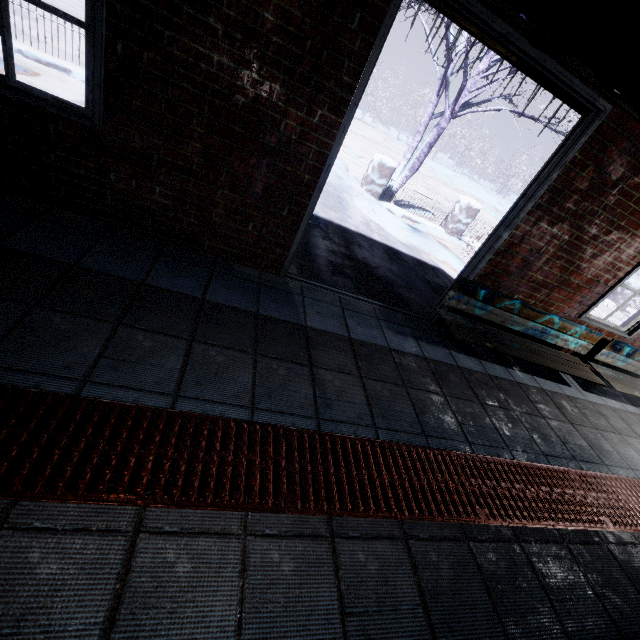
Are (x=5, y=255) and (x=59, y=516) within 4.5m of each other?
yes

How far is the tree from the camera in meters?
5.8 m

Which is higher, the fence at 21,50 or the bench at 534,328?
the bench at 534,328

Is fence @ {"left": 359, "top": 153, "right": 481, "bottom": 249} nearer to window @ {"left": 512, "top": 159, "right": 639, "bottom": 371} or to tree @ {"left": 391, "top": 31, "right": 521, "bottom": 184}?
tree @ {"left": 391, "top": 31, "right": 521, "bottom": 184}

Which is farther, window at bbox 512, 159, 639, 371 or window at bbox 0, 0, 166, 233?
window at bbox 512, 159, 639, 371

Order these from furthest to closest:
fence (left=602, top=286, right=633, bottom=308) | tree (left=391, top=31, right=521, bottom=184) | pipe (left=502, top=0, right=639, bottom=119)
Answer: fence (left=602, top=286, right=633, bottom=308)
tree (left=391, top=31, right=521, bottom=184)
pipe (left=502, top=0, right=639, bottom=119)

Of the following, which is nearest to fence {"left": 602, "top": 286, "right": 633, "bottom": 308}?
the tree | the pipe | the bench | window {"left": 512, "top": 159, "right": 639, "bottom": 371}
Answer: the tree

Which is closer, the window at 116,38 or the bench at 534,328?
the window at 116,38
